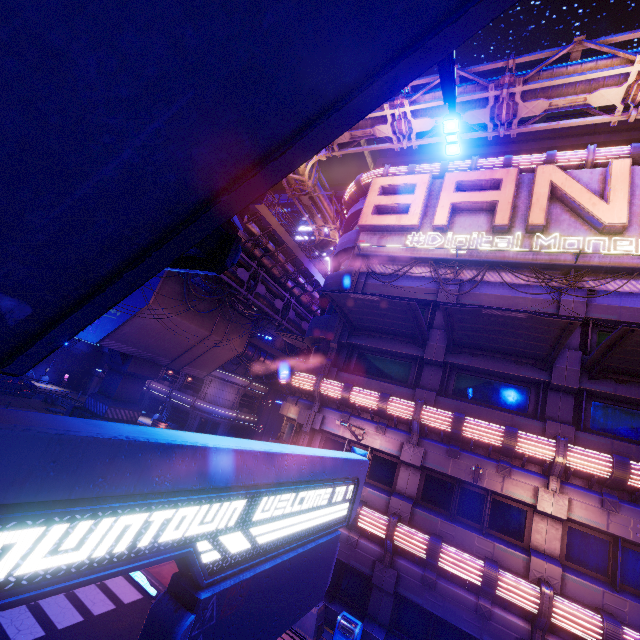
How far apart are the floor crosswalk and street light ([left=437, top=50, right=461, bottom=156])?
16.1m

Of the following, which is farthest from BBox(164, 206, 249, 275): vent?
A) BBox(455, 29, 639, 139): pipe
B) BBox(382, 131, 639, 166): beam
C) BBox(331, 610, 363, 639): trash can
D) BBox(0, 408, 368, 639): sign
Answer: BBox(382, 131, 639, 166): beam

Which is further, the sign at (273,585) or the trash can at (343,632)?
the trash can at (343,632)

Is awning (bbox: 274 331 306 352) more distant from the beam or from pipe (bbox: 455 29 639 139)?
the beam

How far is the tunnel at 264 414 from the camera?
47.1 meters

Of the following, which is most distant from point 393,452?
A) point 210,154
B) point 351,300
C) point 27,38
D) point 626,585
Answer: point 27,38

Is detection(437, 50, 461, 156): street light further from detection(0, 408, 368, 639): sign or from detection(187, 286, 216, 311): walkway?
detection(187, 286, 216, 311): walkway

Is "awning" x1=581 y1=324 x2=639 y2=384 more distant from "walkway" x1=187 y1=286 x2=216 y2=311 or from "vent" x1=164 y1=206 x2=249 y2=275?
"walkway" x1=187 y1=286 x2=216 y2=311
